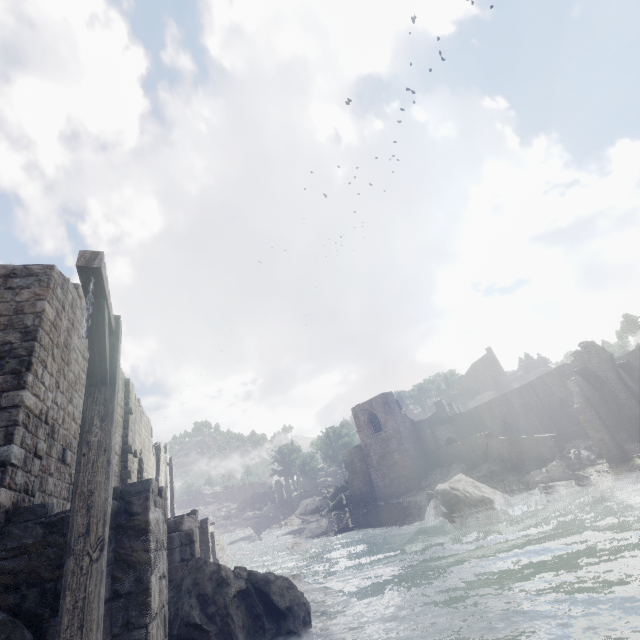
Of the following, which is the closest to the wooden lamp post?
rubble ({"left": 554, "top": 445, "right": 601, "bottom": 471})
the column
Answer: rubble ({"left": 554, "top": 445, "right": 601, "bottom": 471})

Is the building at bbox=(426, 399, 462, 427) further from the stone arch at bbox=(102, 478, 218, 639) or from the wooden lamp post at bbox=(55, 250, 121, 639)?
the wooden lamp post at bbox=(55, 250, 121, 639)

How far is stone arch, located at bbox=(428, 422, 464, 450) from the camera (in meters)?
40.56

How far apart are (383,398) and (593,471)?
22.06m

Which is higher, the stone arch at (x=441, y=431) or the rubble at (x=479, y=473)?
the stone arch at (x=441, y=431)

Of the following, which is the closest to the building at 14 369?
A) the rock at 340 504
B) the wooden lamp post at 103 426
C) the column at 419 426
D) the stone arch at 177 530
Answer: the column at 419 426

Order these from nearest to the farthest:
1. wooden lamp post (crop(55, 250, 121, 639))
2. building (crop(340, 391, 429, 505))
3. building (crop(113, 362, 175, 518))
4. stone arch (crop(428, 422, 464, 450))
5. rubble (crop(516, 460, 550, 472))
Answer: wooden lamp post (crop(55, 250, 121, 639)) < building (crop(113, 362, 175, 518)) < rubble (crop(516, 460, 550, 472)) < building (crop(340, 391, 429, 505)) < stone arch (crop(428, 422, 464, 450))

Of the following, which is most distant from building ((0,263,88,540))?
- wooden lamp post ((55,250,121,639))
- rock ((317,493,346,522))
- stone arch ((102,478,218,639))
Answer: wooden lamp post ((55,250,121,639))
